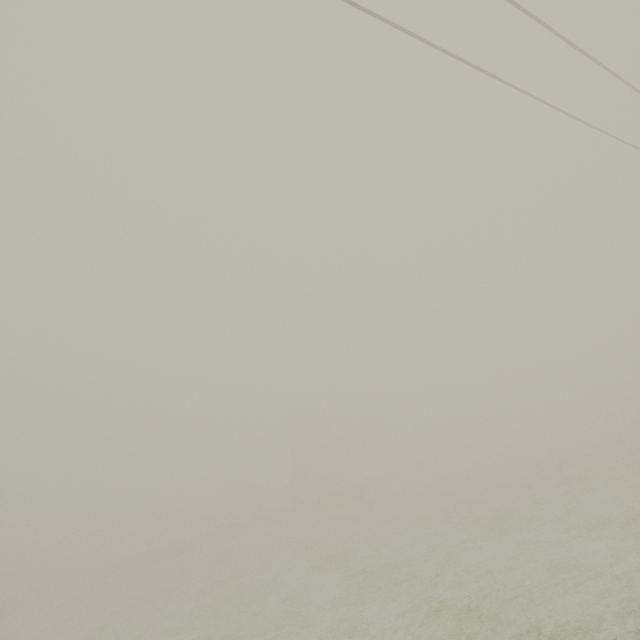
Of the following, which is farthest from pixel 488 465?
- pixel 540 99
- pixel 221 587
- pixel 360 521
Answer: pixel 540 99
